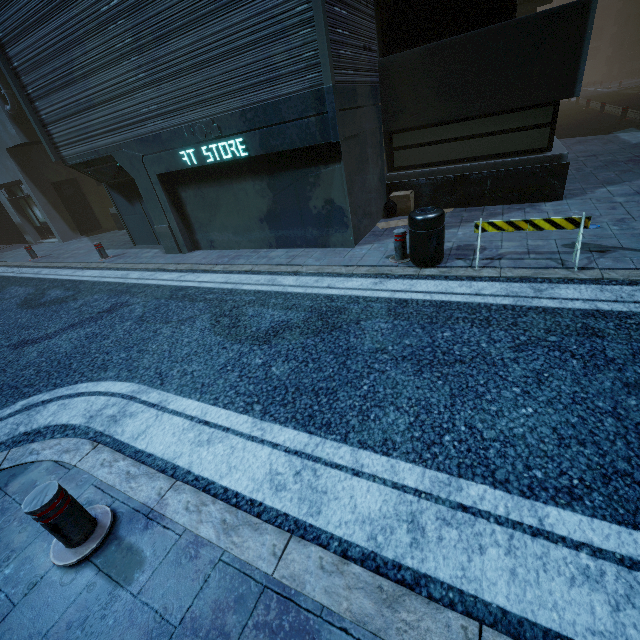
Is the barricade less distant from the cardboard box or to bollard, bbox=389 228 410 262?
bollard, bbox=389 228 410 262

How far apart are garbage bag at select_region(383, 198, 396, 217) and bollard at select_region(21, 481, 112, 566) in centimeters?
822cm

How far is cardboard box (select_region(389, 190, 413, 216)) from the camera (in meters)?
8.33

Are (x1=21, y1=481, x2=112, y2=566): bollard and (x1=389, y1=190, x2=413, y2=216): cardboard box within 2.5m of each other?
no

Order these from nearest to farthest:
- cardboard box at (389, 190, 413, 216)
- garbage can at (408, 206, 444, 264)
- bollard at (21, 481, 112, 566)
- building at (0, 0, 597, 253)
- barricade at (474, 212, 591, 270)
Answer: bollard at (21, 481, 112, 566) < barricade at (474, 212, 591, 270) < garbage can at (408, 206, 444, 264) < building at (0, 0, 597, 253) < cardboard box at (389, 190, 413, 216)

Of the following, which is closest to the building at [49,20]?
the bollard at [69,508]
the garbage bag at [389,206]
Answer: the garbage bag at [389,206]

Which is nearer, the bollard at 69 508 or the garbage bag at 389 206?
the bollard at 69 508

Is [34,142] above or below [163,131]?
above
